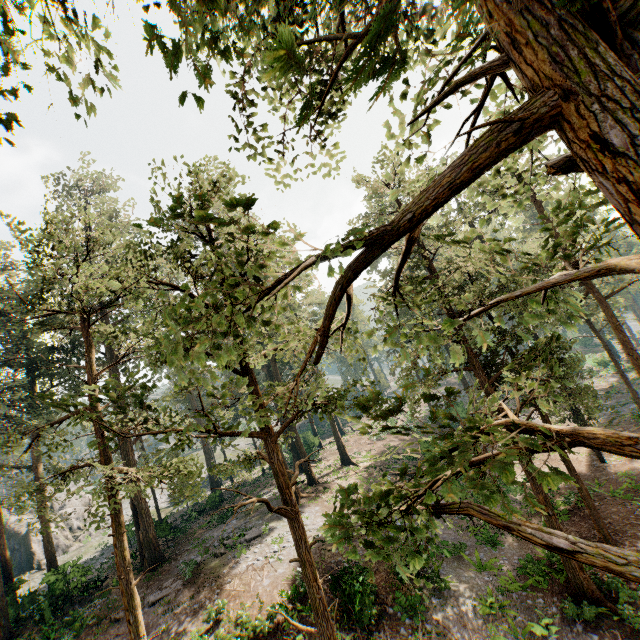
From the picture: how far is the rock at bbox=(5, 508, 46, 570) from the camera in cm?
3612

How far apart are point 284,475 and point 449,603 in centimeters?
1260cm

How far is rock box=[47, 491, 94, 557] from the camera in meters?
38.1

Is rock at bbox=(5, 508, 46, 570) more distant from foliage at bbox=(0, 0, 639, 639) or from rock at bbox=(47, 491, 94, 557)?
rock at bbox=(47, 491, 94, 557)

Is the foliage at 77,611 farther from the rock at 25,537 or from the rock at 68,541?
the rock at 68,541

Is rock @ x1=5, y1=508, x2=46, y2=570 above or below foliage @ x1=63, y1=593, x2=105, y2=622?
above

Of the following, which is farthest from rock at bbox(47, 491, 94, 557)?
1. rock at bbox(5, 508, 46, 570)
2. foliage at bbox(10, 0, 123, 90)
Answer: foliage at bbox(10, 0, 123, 90)
